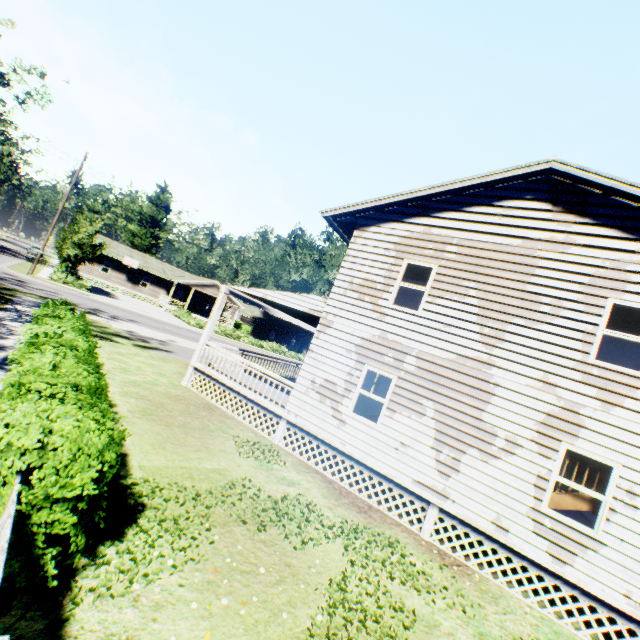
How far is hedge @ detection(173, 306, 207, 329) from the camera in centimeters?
3847cm

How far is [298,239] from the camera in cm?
5344

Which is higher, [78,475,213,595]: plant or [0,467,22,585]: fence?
[0,467,22,585]: fence

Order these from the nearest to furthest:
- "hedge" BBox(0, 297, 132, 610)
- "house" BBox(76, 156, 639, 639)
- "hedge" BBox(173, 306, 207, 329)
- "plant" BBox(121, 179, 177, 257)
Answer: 1. "hedge" BBox(0, 297, 132, 610)
2. "house" BBox(76, 156, 639, 639)
3. "hedge" BBox(173, 306, 207, 329)
4. "plant" BBox(121, 179, 177, 257)

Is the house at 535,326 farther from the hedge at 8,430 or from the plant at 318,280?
the hedge at 8,430

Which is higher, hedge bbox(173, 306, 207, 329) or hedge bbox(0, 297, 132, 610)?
hedge bbox(0, 297, 132, 610)

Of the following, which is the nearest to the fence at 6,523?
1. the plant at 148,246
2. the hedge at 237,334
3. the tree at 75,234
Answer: the plant at 148,246

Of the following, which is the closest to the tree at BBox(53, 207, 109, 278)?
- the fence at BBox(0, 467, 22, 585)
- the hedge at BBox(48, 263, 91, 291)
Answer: the hedge at BBox(48, 263, 91, 291)
